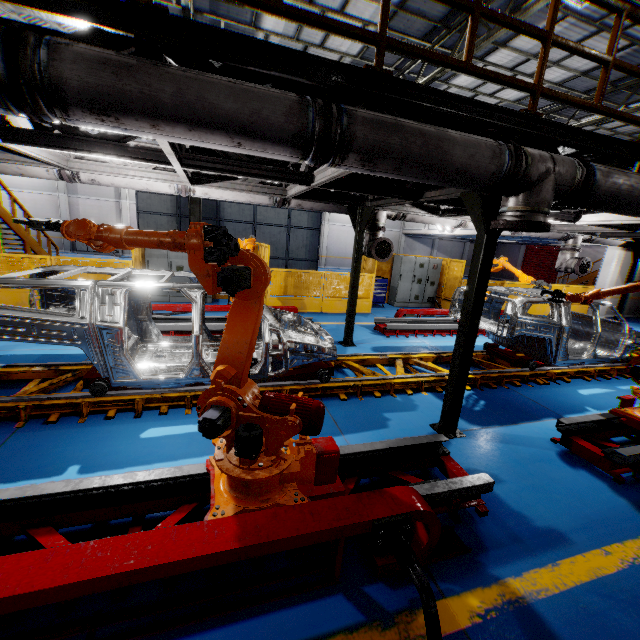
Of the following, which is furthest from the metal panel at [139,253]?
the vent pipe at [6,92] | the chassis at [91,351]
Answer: the chassis at [91,351]

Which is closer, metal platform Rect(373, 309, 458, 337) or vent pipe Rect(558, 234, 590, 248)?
metal platform Rect(373, 309, 458, 337)

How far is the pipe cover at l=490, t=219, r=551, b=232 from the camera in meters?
3.4

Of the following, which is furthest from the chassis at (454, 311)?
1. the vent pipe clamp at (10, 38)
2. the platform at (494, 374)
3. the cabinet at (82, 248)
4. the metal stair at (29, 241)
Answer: the cabinet at (82, 248)

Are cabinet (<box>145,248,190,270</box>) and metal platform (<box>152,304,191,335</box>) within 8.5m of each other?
yes

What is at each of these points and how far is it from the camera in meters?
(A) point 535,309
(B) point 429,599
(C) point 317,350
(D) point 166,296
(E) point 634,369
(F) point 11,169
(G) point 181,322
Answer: (A) metal panel, 14.9 m
(B) cable, 2.0 m
(C) chassis, 5.0 m
(D) cabinet, 11.2 m
(E) robot arm, 4.7 m
(F) vent pipe, 5.6 m
(G) metal platform, 8.0 m

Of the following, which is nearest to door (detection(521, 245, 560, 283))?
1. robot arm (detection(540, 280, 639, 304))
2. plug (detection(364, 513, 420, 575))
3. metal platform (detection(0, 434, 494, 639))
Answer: robot arm (detection(540, 280, 639, 304))

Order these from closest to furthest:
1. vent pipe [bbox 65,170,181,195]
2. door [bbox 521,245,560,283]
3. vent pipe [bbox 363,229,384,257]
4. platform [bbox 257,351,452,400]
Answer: platform [bbox 257,351,452,400]
vent pipe [bbox 65,170,181,195]
vent pipe [bbox 363,229,384,257]
door [bbox 521,245,560,283]
